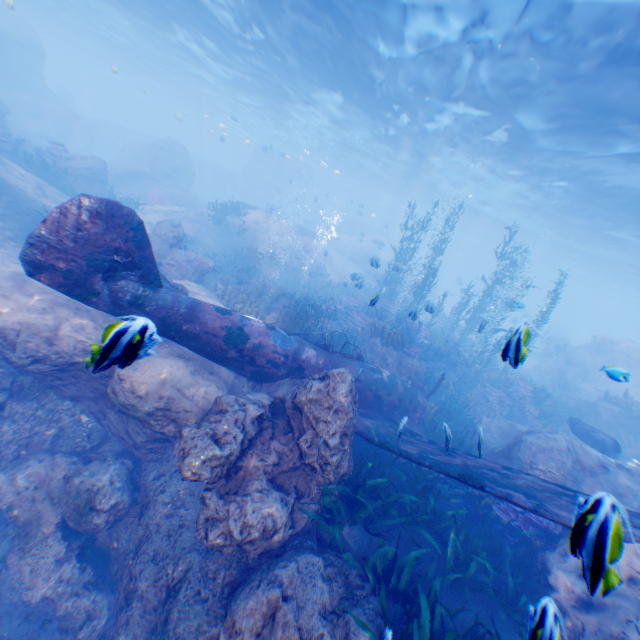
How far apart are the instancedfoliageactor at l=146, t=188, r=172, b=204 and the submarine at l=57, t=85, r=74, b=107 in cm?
3165

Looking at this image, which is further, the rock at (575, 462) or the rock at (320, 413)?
the rock at (575, 462)

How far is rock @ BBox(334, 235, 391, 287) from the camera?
33.41m

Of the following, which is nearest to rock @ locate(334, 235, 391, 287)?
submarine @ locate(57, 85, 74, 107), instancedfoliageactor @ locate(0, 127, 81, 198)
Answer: instancedfoliageactor @ locate(0, 127, 81, 198)

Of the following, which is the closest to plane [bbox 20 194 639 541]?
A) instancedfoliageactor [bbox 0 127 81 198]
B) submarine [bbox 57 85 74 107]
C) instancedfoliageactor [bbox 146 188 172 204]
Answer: instancedfoliageactor [bbox 0 127 81 198]

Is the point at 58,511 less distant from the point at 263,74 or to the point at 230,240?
the point at 230,240

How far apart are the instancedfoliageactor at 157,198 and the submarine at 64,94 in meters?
31.7 m
